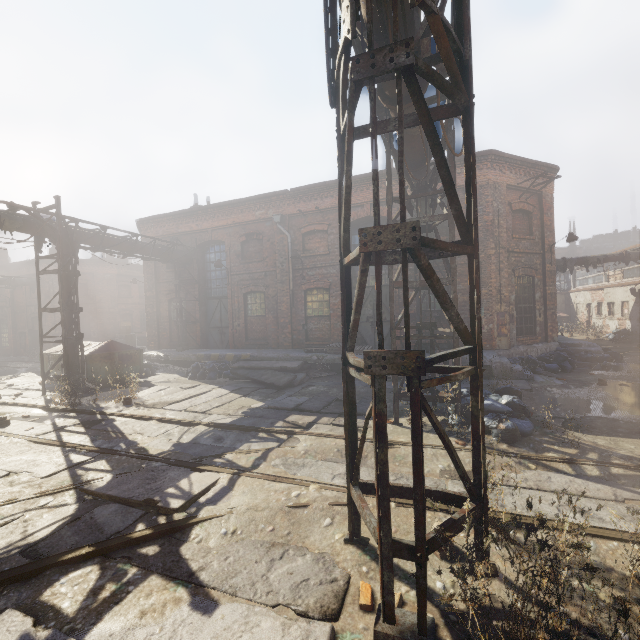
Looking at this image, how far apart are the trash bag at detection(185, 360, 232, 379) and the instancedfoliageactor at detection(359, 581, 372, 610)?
11.75m

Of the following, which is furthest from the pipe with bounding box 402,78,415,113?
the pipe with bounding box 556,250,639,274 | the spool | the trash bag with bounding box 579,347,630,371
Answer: the pipe with bounding box 556,250,639,274

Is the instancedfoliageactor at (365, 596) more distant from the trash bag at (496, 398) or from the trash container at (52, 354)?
the trash container at (52, 354)

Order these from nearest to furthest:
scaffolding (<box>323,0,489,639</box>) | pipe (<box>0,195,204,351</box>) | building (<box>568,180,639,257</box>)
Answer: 1. scaffolding (<box>323,0,489,639</box>)
2. pipe (<box>0,195,204,351</box>)
3. building (<box>568,180,639,257</box>)

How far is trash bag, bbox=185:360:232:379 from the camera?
13.9 meters

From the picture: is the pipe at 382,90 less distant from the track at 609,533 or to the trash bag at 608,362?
the track at 609,533

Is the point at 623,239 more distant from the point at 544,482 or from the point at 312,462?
the point at 312,462

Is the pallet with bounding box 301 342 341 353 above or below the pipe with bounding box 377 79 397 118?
below
